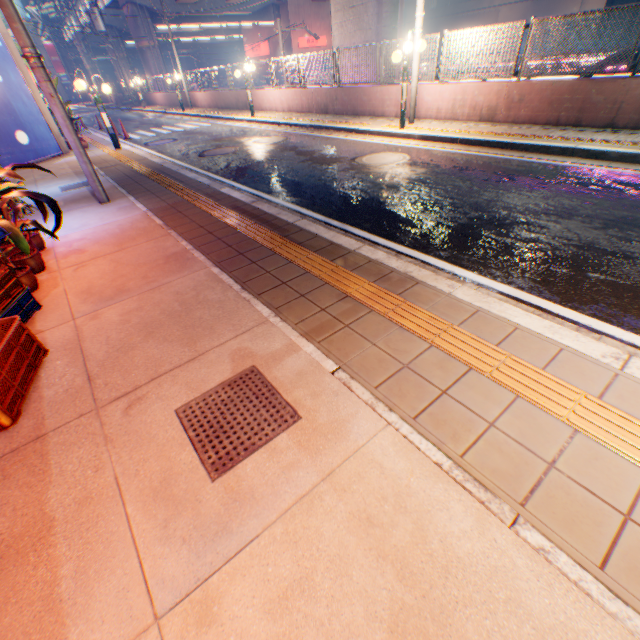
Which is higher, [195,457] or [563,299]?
[195,457]

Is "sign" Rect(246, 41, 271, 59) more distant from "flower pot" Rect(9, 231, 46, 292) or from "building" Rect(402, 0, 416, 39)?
"flower pot" Rect(9, 231, 46, 292)

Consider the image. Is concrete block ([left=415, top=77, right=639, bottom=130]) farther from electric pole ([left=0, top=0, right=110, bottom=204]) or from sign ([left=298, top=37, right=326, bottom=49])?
sign ([left=298, top=37, right=326, bottom=49])

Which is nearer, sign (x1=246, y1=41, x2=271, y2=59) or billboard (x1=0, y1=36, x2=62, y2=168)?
billboard (x1=0, y1=36, x2=62, y2=168)

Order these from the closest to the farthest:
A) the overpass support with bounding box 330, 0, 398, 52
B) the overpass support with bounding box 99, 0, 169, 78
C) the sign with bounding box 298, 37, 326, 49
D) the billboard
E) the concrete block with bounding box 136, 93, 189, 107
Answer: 1. the billboard
2. the overpass support with bounding box 330, 0, 398, 52
3. the concrete block with bounding box 136, 93, 189, 107
4. the overpass support with bounding box 99, 0, 169, 78
5. the sign with bounding box 298, 37, 326, 49

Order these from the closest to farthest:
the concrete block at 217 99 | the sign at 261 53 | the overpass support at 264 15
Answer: the concrete block at 217 99, the overpass support at 264 15, the sign at 261 53

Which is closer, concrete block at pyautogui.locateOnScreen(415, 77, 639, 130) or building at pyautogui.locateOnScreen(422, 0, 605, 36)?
concrete block at pyautogui.locateOnScreen(415, 77, 639, 130)

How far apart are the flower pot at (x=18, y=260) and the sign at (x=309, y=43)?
48.7m
